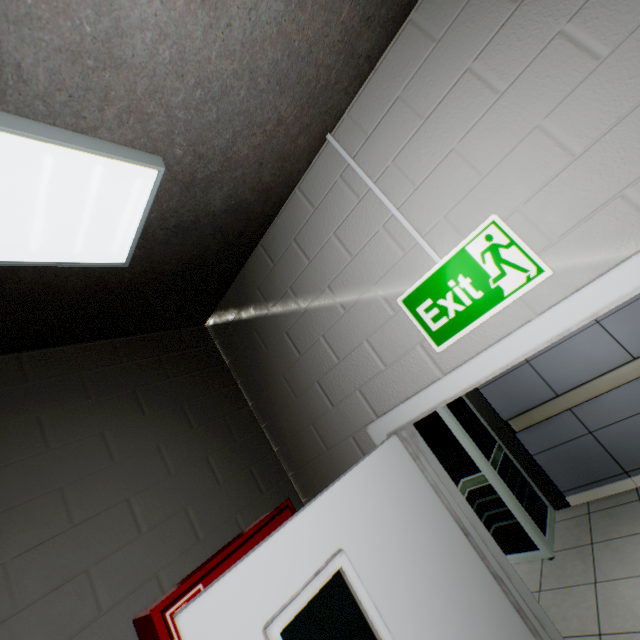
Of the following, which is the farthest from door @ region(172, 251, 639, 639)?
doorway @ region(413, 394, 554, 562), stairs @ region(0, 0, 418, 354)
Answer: doorway @ region(413, 394, 554, 562)

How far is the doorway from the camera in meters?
3.5 m

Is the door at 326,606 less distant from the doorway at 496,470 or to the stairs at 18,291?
the stairs at 18,291

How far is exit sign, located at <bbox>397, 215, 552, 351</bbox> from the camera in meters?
1.1 m

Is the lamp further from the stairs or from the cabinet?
the cabinet

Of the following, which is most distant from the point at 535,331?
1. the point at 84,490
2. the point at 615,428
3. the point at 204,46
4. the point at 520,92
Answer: the point at 615,428

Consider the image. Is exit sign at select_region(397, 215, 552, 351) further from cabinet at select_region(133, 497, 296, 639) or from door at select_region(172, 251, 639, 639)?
cabinet at select_region(133, 497, 296, 639)

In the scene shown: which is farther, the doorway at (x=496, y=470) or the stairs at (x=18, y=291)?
the doorway at (x=496, y=470)
